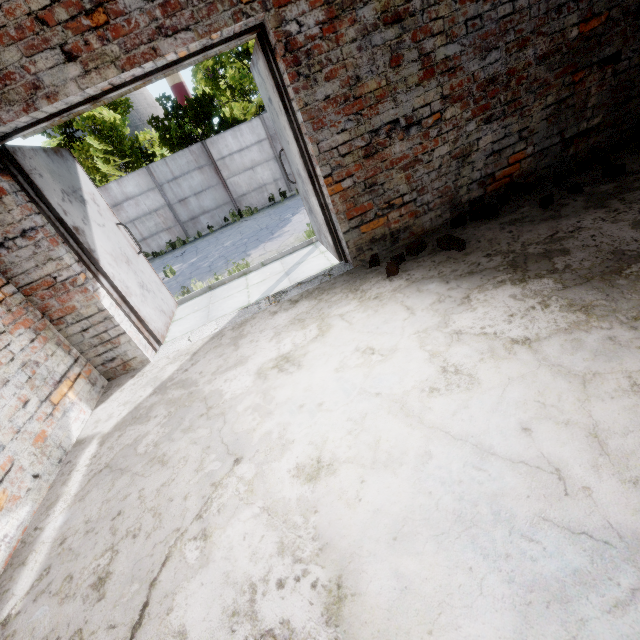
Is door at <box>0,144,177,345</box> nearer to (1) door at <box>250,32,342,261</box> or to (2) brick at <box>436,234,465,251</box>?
(1) door at <box>250,32,342,261</box>

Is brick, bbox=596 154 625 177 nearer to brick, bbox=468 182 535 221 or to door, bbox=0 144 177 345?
brick, bbox=468 182 535 221

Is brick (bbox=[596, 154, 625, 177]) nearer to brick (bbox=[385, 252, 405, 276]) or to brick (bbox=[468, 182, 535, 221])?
brick (bbox=[468, 182, 535, 221])

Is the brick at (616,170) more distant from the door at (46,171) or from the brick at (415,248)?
the door at (46,171)

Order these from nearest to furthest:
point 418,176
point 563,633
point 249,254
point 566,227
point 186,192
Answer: point 563,633
point 566,227
point 418,176
point 249,254
point 186,192

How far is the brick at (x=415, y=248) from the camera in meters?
3.2

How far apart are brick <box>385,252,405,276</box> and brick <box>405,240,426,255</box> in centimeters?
10cm

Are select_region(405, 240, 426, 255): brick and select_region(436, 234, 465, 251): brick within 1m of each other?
yes
